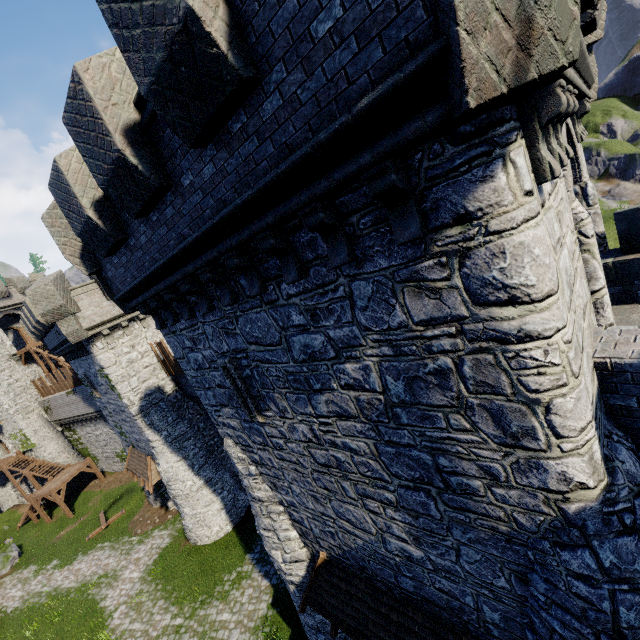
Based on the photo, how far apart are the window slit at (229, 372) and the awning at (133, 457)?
15.5 meters

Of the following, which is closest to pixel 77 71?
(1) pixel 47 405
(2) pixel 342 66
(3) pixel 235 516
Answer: (2) pixel 342 66

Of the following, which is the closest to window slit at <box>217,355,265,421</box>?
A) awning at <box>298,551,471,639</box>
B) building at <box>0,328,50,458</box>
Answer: awning at <box>298,551,471,639</box>

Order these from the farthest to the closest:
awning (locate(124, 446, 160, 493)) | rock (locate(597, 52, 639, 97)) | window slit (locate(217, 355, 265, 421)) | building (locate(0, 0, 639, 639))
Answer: rock (locate(597, 52, 639, 97)) < awning (locate(124, 446, 160, 493)) < window slit (locate(217, 355, 265, 421)) < building (locate(0, 0, 639, 639))

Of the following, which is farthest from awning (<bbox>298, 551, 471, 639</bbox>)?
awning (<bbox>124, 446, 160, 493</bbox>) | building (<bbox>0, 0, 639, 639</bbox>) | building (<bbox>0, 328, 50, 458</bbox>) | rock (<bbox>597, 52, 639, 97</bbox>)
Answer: rock (<bbox>597, 52, 639, 97</bbox>)

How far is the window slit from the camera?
7.63m

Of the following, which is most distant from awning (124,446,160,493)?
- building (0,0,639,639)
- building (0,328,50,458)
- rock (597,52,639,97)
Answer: rock (597,52,639,97)

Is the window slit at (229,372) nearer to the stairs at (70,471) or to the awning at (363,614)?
the awning at (363,614)
